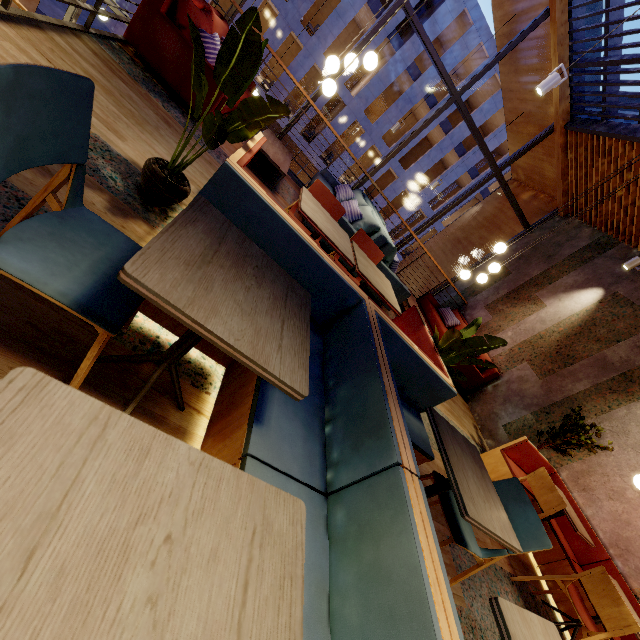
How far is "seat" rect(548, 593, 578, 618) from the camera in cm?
371

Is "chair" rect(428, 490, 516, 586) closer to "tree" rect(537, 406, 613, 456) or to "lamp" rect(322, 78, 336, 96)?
"tree" rect(537, 406, 613, 456)

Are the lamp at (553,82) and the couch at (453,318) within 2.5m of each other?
no

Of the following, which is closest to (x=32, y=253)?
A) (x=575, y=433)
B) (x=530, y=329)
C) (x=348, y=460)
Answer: (x=348, y=460)

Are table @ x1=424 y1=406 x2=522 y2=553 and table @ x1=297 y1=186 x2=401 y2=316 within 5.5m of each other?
yes

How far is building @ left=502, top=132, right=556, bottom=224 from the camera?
8.20m

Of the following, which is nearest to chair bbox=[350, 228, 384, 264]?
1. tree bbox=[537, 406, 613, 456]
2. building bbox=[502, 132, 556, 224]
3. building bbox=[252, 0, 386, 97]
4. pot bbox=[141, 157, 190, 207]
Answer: pot bbox=[141, 157, 190, 207]

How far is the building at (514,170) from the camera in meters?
8.2
